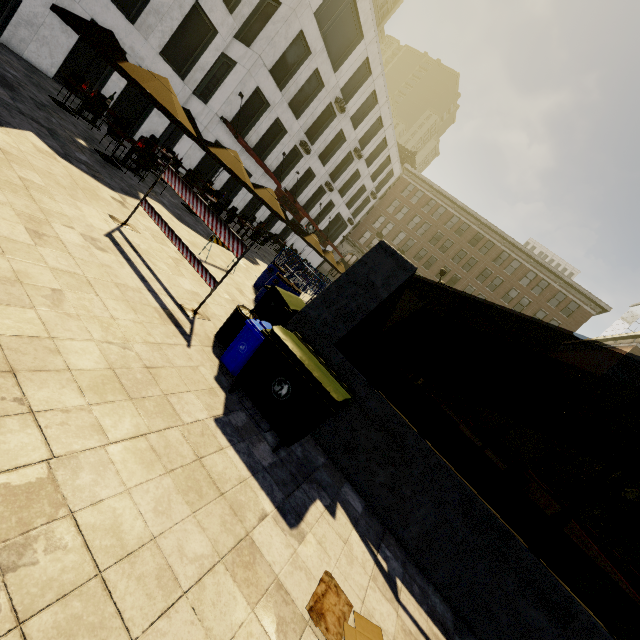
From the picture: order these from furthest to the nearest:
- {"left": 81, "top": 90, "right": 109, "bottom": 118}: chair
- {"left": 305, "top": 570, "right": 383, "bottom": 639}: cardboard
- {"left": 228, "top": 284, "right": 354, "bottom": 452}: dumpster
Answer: {"left": 81, "top": 90, "right": 109, "bottom": 118}: chair < {"left": 228, "top": 284, "right": 354, "bottom": 452}: dumpster < {"left": 305, "top": 570, "right": 383, "bottom": 639}: cardboard

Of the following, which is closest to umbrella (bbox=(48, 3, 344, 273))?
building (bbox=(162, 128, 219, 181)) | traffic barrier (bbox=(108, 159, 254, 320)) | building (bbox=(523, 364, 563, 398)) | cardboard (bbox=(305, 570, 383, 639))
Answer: traffic barrier (bbox=(108, 159, 254, 320))

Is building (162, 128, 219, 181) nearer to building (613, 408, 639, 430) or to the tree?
the tree

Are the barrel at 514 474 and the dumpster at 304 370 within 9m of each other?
no

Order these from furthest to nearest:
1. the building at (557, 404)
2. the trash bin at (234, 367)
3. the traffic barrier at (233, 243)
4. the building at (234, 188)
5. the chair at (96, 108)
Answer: the building at (557, 404), the building at (234, 188), the chair at (96, 108), the traffic barrier at (233, 243), the trash bin at (234, 367)

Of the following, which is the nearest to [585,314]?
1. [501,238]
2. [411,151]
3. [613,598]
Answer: [501,238]

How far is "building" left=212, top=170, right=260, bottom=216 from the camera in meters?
22.4 m
